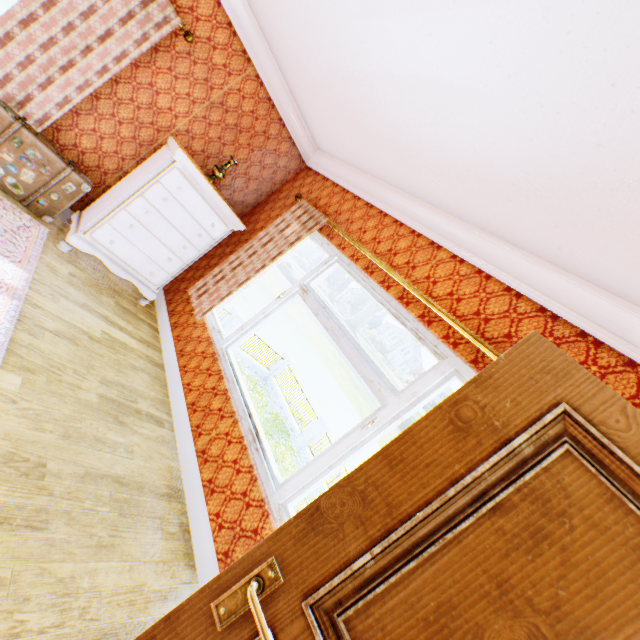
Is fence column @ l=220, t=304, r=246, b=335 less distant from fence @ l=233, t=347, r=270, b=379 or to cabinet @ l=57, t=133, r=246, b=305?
fence @ l=233, t=347, r=270, b=379

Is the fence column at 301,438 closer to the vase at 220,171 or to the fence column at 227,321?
the fence column at 227,321

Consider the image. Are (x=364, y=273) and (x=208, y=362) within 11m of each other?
yes

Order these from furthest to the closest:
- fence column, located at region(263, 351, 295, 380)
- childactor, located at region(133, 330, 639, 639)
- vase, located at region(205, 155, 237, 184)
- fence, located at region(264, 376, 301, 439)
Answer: fence column, located at region(263, 351, 295, 380) < fence, located at region(264, 376, 301, 439) < vase, located at region(205, 155, 237, 184) < childactor, located at region(133, 330, 639, 639)

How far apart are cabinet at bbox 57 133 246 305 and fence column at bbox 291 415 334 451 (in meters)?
14.98

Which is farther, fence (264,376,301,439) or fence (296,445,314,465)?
fence (264,376,301,439)

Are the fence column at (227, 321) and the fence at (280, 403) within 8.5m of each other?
yes

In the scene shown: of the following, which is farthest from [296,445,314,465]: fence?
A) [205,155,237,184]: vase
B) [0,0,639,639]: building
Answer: [205,155,237,184]: vase
